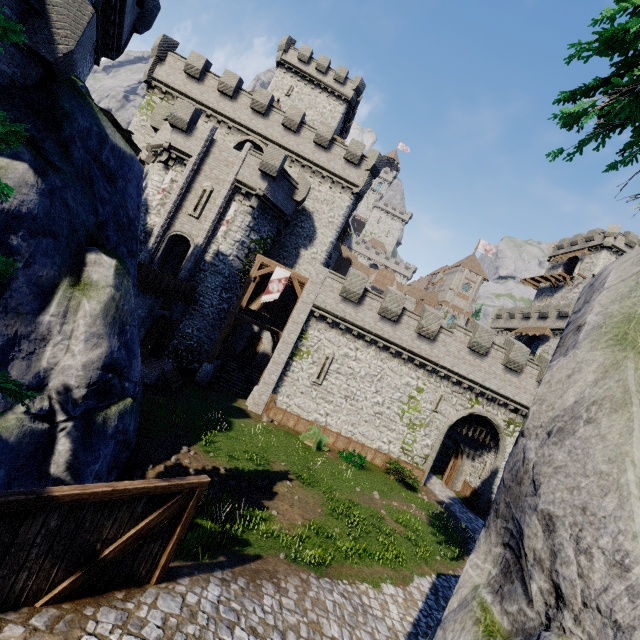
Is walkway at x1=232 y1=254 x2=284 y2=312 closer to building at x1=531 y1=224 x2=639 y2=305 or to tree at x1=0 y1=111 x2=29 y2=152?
tree at x1=0 y1=111 x2=29 y2=152

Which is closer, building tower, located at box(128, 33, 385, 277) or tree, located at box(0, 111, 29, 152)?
tree, located at box(0, 111, 29, 152)

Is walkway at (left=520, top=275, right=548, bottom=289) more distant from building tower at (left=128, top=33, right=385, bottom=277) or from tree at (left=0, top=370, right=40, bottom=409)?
tree at (left=0, top=370, right=40, bottom=409)

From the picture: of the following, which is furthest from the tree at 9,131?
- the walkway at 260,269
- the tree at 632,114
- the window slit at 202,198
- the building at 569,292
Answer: the building at 569,292

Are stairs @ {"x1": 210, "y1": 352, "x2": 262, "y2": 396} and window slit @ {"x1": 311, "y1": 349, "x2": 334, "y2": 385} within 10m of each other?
yes

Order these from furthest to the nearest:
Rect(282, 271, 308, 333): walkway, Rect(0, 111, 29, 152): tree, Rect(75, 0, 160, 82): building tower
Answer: Rect(282, 271, 308, 333): walkway → Rect(75, 0, 160, 82): building tower → Rect(0, 111, 29, 152): tree

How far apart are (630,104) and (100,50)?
18.7m

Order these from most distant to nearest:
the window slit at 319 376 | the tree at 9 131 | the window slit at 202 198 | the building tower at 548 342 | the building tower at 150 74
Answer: the building tower at 548 342 < the building tower at 150 74 < the window slit at 202 198 < the window slit at 319 376 < the tree at 9 131
